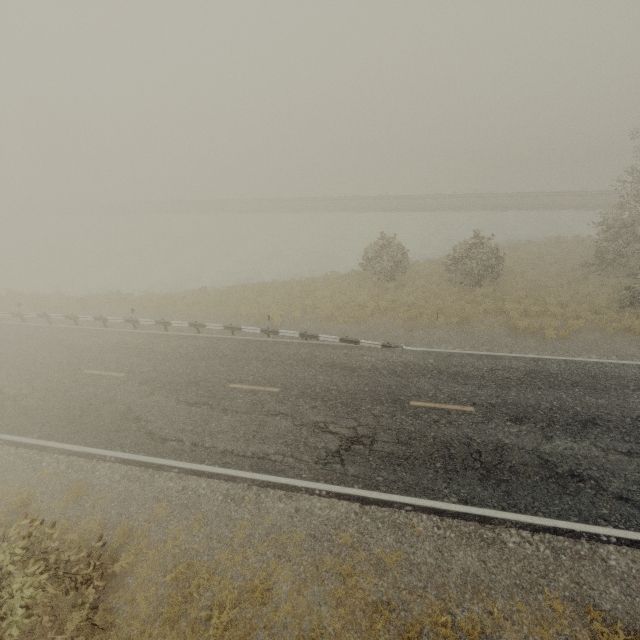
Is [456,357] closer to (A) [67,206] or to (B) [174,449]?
(B) [174,449]
